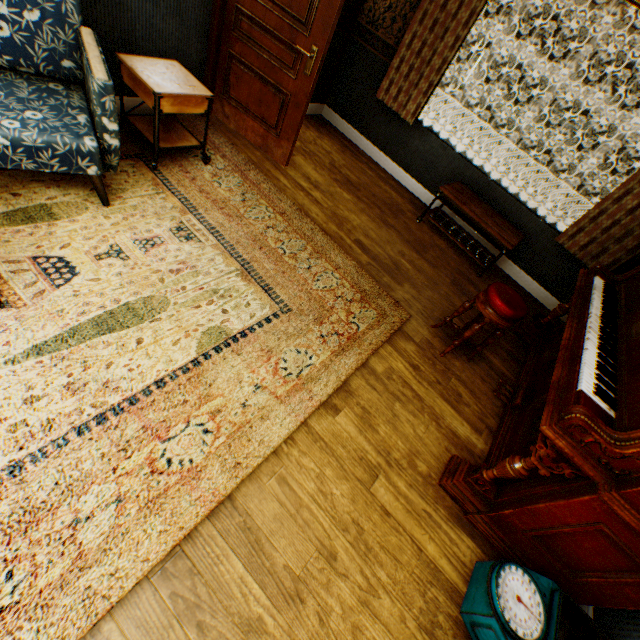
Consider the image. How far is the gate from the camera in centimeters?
1388cm

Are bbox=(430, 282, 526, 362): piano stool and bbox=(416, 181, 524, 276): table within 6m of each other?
yes

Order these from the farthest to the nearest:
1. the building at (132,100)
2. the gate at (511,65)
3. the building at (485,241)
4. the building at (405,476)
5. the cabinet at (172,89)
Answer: the gate at (511,65) < the building at (485,241) < the building at (132,100) < the cabinet at (172,89) < the building at (405,476)

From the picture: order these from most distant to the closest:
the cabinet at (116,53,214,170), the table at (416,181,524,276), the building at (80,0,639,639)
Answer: the table at (416,181,524,276) < the cabinet at (116,53,214,170) < the building at (80,0,639,639)

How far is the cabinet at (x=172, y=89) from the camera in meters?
2.5 m

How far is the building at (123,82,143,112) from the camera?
3.1m

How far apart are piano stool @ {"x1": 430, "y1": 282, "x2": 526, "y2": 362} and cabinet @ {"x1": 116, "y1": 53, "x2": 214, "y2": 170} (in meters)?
2.77

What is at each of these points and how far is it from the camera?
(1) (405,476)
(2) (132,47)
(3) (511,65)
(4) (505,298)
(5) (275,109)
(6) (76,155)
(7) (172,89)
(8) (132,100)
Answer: (1) building, 2.2m
(2) building, 2.9m
(3) gate, 13.9m
(4) piano stool, 2.6m
(5) bp, 3.6m
(6) chair, 2.0m
(7) cabinet, 2.6m
(8) building, 3.2m
